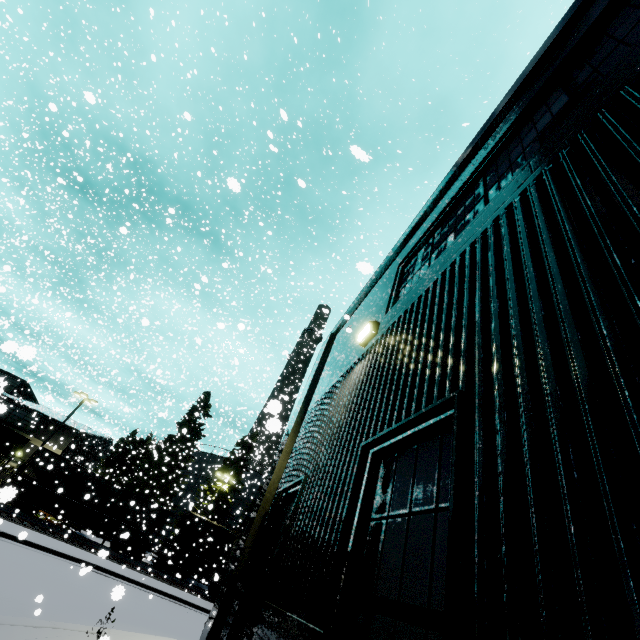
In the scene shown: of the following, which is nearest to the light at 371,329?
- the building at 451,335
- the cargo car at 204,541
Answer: the building at 451,335

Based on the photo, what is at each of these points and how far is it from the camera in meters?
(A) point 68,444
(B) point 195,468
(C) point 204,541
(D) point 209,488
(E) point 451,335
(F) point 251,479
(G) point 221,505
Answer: (A) building, 33.4 m
(B) silo, 45.1 m
(C) cargo car, 30.0 m
(D) tree, 37.3 m
(E) building, 2.9 m
(F) silo, 44.1 m
(G) tree, 36.2 m

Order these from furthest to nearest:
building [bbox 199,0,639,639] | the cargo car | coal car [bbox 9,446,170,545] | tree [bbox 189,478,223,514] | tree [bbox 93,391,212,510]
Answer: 1. tree [bbox 93,391,212,510]
2. tree [bbox 189,478,223,514]
3. the cargo car
4. coal car [bbox 9,446,170,545]
5. building [bbox 199,0,639,639]

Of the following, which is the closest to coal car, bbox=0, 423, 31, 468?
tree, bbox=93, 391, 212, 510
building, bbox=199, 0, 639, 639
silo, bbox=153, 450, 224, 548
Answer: building, bbox=199, 0, 639, 639

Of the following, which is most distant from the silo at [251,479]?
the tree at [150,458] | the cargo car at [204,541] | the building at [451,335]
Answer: the building at [451,335]

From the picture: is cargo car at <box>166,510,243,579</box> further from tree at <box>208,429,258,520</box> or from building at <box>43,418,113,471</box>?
building at <box>43,418,113,471</box>

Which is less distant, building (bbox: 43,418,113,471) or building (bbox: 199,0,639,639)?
building (bbox: 199,0,639,639)

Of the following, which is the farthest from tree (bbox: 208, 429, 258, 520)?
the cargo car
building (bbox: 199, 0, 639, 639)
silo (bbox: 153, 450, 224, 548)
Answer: building (bbox: 199, 0, 639, 639)
